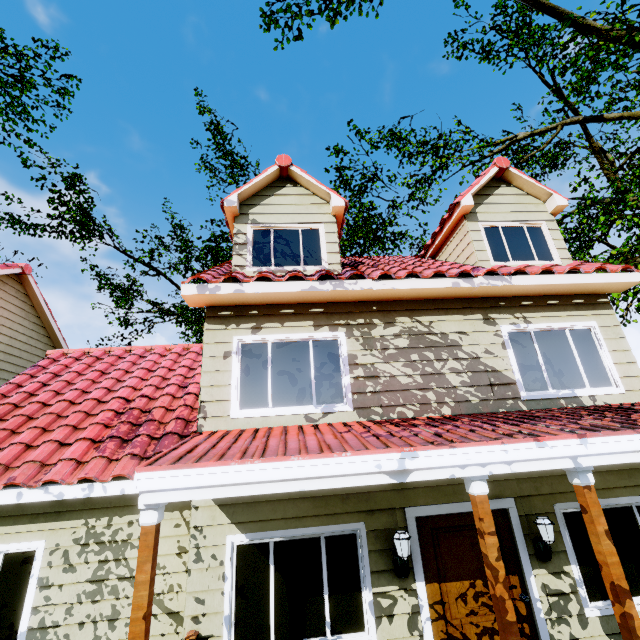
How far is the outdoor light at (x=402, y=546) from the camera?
4.39m

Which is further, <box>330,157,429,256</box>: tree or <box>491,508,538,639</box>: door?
<box>330,157,429,256</box>: tree

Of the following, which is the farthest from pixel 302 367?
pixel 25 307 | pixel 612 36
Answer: pixel 612 36

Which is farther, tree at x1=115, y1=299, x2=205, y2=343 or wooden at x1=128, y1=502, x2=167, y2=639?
tree at x1=115, y1=299, x2=205, y2=343

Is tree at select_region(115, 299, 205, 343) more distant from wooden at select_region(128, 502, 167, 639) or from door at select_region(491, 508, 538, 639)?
wooden at select_region(128, 502, 167, 639)

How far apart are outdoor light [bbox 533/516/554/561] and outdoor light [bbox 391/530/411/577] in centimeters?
193cm

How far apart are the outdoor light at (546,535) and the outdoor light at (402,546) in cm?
193

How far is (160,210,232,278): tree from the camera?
14.9 meters
